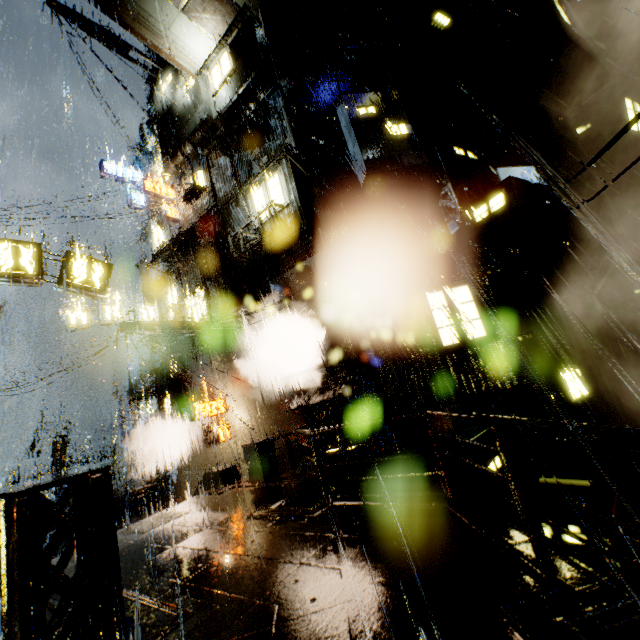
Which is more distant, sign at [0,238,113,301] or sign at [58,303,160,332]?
sign at [58,303,160,332]

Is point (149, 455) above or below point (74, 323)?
below

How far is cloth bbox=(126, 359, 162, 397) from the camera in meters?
17.9

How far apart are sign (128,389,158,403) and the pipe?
4.9m

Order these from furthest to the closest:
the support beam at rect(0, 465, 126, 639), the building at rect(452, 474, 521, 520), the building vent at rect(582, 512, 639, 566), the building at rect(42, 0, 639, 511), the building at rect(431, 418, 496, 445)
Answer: the building at rect(42, 0, 639, 511), the building at rect(431, 418, 496, 445), the building vent at rect(582, 512, 639, 566), the building at rect(452, 474, 521, 520), the support beam at rect(0, 465, 126, 639)

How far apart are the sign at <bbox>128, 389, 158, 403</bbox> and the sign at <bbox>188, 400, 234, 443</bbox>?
6.8m

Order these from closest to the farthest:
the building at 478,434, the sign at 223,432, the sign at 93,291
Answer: the sign at 93,291, the building at 478,434, the sign at 223,432

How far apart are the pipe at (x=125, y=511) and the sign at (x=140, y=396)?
4.91m
